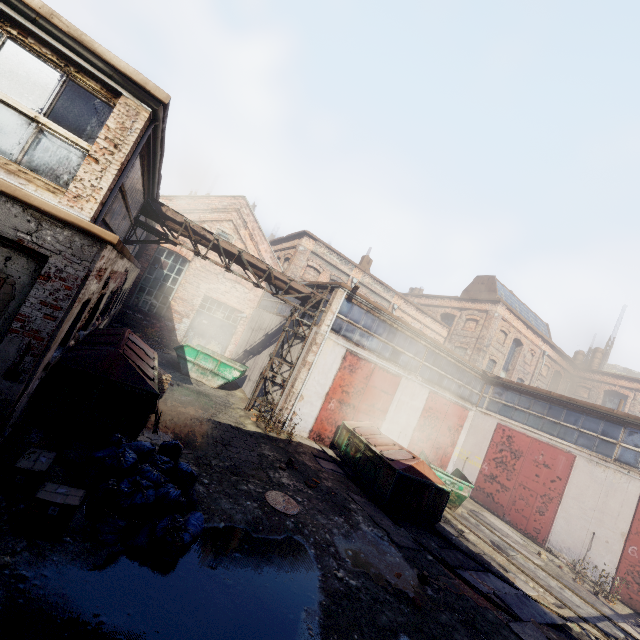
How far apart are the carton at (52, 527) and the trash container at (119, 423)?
2.15m

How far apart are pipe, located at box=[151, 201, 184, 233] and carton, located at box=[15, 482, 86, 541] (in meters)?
9.30

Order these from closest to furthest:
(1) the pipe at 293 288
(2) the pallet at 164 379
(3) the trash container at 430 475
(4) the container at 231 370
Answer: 1. (3) the trash container at 430 475
2. (2) the pallet at 164 379
3. (1) the pipe at 293 288
4. (4) the container at 231 370

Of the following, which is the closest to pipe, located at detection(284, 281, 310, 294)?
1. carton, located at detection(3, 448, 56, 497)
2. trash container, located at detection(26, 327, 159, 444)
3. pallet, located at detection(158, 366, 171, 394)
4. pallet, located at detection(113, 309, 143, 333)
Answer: trash container, located at detection(26, 327, 159, 444)

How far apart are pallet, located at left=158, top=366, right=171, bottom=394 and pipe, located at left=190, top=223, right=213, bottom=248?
4.8m

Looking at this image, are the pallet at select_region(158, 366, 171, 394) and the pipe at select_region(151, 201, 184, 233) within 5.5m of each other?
yes

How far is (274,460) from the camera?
9.9m

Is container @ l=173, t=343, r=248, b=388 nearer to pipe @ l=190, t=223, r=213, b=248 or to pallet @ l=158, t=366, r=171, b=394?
pallet @ l=158, t=366, r=171, b=394
